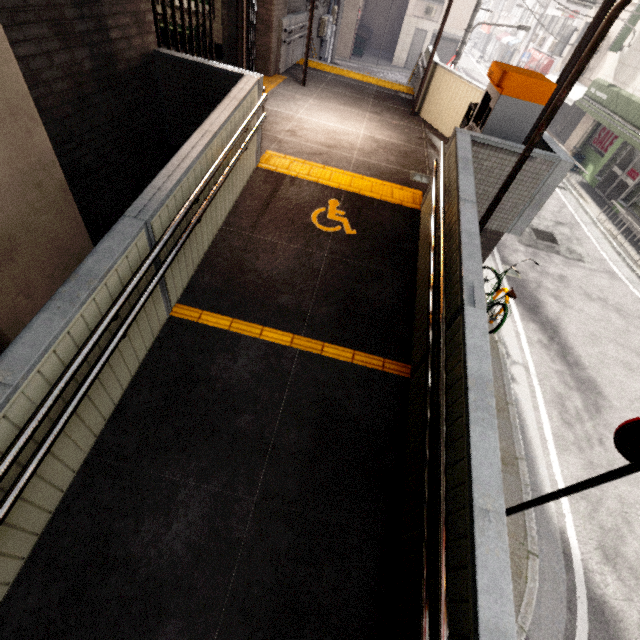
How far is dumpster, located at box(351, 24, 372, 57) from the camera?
24.78m

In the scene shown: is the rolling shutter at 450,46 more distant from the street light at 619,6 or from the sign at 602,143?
the street light at 619,6

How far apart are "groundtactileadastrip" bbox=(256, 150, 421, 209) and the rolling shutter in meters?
27.8

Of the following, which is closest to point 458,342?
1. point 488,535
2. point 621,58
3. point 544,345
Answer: point 488,535

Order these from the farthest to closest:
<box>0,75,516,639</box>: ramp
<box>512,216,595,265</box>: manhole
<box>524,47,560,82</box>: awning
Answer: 1. <box>524,47,560,82</box>: awning
2. <box>512,216,595,265</box>: manhole
3. <box>0,75,516,639</box>: ramp

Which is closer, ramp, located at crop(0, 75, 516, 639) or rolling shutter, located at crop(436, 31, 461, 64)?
ramp, located at crop(0, 75, 516, 639)

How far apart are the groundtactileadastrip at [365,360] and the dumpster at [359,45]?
30.4 meters

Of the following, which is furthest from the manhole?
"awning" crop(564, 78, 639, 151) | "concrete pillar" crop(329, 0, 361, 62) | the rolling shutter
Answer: the rolling shutter
